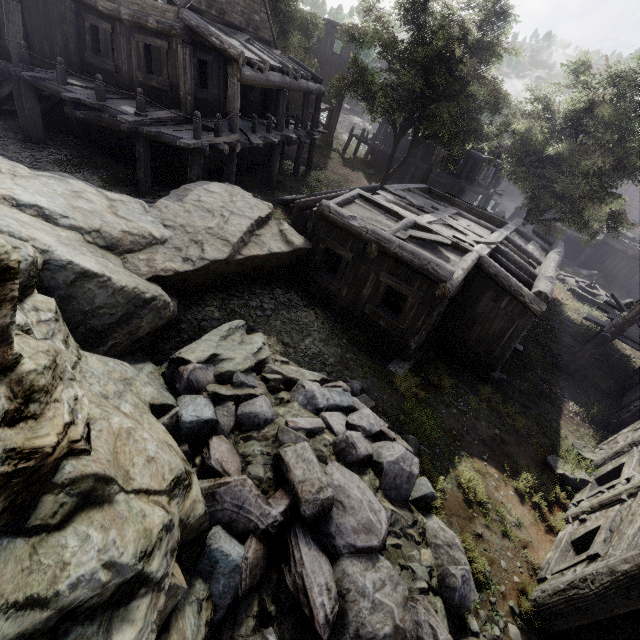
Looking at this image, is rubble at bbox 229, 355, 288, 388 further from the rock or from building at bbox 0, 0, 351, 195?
building at bbox 0, 0, 351, 195

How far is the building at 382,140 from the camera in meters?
29.5

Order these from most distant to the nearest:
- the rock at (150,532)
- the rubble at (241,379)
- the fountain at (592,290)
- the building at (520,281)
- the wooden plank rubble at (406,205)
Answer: the fountain at (592,290) < the wooden plank rubble at (406,205) < the building at (520,281) < the rubble at (241,379) < the rock at (150,532)

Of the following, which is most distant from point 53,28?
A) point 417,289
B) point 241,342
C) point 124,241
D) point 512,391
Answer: point 512,391

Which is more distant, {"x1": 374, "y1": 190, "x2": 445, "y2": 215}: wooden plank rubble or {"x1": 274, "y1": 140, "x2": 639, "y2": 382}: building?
{"x1": 374, "y1": 190, "x2": 445, "y2": 215}: wooden plank rubble

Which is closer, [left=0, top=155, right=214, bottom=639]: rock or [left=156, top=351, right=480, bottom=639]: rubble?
[left=0, top=155, right=214, bottom=639]: rock

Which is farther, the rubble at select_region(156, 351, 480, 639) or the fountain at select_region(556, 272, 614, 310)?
the fountain at select_region(556, 272, 614, 310)

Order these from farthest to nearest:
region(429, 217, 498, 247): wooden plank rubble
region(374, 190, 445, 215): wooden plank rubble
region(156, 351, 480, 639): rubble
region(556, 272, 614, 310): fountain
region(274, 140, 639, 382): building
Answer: region(556, 272, 614, 310): fountain < region(374, 190, 445, 215): wooden plank rubble < region(429, 217, 498, 247): wooden plank rubble < region(274, 140, 639, 382): building < region(156, 351, 480, 639): rubble
